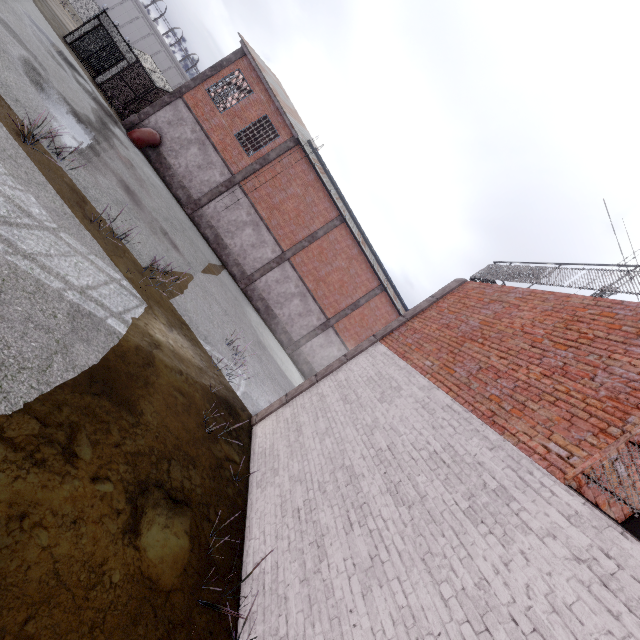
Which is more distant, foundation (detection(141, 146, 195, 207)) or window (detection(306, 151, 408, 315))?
window (detection(306, 151, 408, 315))

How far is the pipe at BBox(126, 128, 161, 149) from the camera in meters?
18.8

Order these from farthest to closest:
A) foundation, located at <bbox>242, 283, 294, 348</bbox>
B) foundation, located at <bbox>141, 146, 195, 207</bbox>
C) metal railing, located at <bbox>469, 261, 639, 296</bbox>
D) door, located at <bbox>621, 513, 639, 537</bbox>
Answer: foundation, located at <bbox>242, 283, 294, 348</bbox> < foundation, located at <bbox>141, 146, 195, 207</bbox> < metal railing, located at <bbox>469, 261, 639, 296</bbox> < door, located at <bbox>621, 513, 639, 537</bbox>

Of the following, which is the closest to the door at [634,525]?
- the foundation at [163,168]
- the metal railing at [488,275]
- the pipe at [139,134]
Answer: the metal railing at [488,275]

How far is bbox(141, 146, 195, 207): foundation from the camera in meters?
20.5

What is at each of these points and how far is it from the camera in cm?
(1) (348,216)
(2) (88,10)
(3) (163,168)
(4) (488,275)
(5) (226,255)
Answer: (1) window, 2402
(2) fence, 3991
(3) foundation, 2072
(4) metal railing, 861
(5) foundation, 2238

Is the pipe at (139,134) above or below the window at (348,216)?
below

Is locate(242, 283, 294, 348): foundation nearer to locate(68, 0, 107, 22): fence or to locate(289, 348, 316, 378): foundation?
locate(289, 348, 316, 378): foundation
